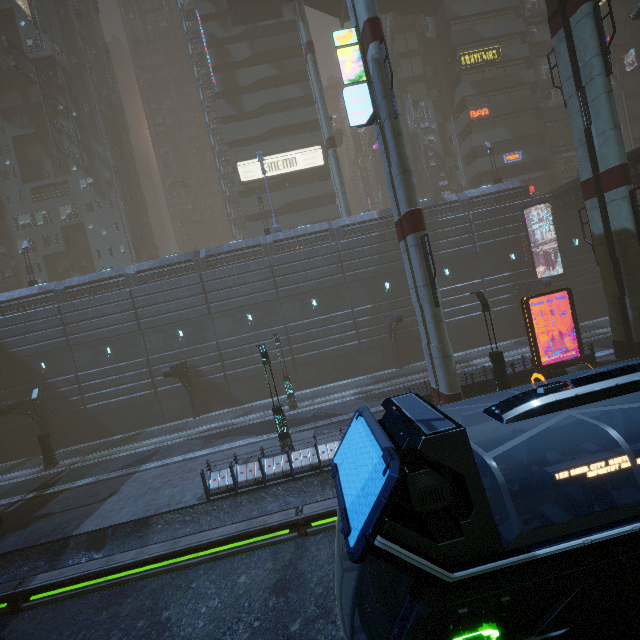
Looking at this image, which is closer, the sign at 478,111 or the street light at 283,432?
the street light at 283,432

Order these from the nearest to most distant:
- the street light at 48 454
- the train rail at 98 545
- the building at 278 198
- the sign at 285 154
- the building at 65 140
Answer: the train rail at 98 545 < the street light at 48 454 < the building at 278 198 < the sign at 285 154 < the building at 65 140

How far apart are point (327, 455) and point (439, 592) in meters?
10.4

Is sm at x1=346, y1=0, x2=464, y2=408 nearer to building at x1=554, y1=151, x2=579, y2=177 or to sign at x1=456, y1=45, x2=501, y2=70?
building at x1=554, y1=151, x2=579, y2=177

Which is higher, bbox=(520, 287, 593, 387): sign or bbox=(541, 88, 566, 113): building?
bbox=(541, 88, 566, 113): building

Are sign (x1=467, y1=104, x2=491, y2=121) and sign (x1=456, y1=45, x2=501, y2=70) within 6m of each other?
Answer: yes

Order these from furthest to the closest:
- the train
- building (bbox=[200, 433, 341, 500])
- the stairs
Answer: the stairs → building (bbox=[200, 433, 341, 500]) → the train

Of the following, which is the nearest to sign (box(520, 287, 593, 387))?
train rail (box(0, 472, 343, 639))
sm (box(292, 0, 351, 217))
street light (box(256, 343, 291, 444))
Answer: train rail (box(0, 472, 343, 639))
